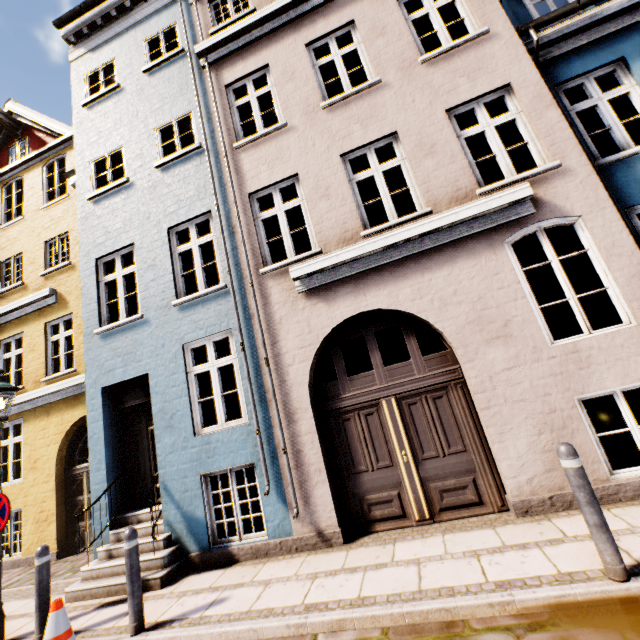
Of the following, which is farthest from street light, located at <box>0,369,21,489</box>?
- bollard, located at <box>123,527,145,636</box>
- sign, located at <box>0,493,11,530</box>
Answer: bollard, located at <box>123,527,145,636</box>

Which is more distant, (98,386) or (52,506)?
(52,506)

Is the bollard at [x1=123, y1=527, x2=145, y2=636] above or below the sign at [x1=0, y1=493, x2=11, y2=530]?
below

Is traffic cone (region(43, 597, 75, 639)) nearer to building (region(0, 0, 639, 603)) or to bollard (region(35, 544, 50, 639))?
bollard (region(35, 544, 50, 639))

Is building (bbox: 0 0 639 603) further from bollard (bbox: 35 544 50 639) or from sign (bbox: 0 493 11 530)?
sign (bbox: 0 493 11 530)

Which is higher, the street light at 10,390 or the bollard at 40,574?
the street light at 10,390

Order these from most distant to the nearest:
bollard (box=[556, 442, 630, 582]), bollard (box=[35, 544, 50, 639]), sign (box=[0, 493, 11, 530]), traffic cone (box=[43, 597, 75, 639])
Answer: sign (box=[0, 493, 11, 530])
bollard (box=[35, 544, 50, 639])
traffic cone (box=[43, 597, 75, 639])
bollard (box=[556, 442, 630, 582])

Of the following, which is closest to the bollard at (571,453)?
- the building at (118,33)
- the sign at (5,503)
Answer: the building at (118,33)
